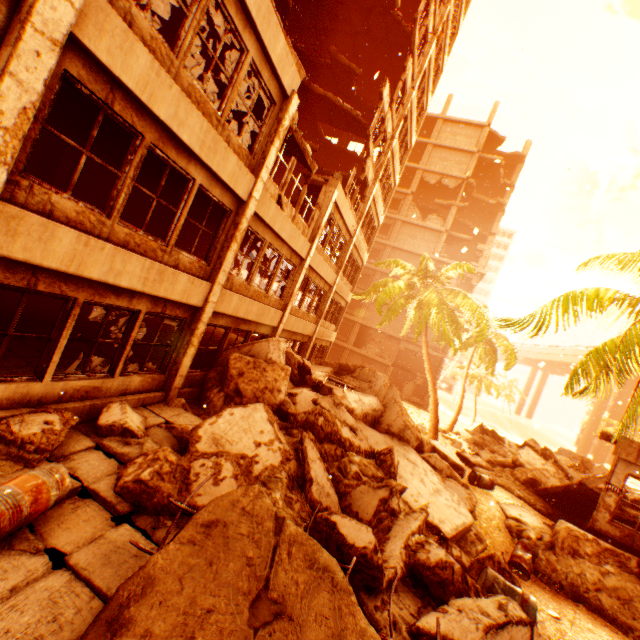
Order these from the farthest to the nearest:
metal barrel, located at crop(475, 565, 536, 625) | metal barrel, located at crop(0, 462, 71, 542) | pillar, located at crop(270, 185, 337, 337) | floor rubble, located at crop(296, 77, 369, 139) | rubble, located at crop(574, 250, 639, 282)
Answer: floor rubble, located at crop(296, 77, 369, 139), pillar, located at crop(270, 185, 337, 337), rubble, located at crop(574, 250, 639, 282), metal barrel, located at crop(475, 565, 536, 625), metal barrel, located at crop(0, 462, 71, 542)

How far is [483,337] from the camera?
18.0m

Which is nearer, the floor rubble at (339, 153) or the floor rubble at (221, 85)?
the floor rubble at (221, 85)

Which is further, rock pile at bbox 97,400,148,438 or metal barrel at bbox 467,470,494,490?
metal barrel at bbox 467,470,494,490

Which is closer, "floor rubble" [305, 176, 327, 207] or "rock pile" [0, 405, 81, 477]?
"rock pile" [0, 405, 81, 477]

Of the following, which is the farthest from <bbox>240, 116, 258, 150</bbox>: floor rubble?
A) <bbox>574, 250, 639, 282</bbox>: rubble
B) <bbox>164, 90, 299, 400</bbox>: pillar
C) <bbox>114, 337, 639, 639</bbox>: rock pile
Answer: <bbox>114, 337, 639, 639</bbox>: rock pile

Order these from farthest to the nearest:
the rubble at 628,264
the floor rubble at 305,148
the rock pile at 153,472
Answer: the floor rubble at 305,148, the rubble at 628,264, the rock pile at 153,472

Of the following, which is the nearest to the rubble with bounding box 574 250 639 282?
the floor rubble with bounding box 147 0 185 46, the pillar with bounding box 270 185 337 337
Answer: the floor rubble with bounding box 147 0 185 46
